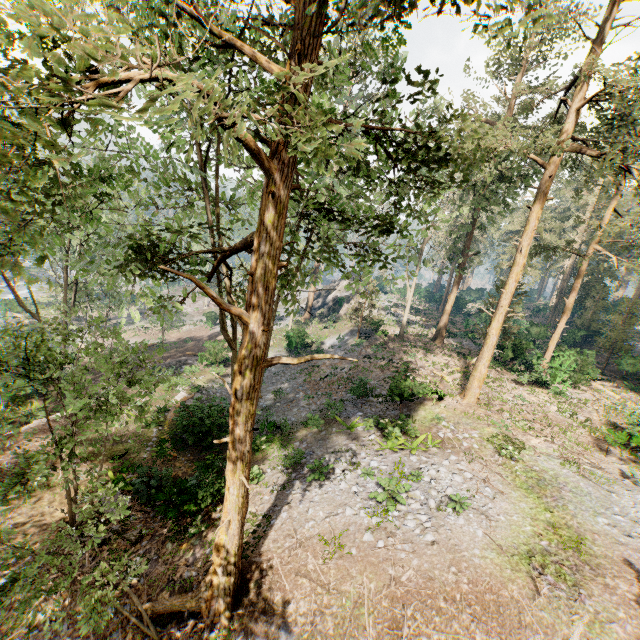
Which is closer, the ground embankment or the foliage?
the foliage

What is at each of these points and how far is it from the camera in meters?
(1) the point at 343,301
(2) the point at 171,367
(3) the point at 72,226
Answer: (1) rock, 43.4 m
(2) ground embankment, 29.6 m
(3) foliage, 21.6 m

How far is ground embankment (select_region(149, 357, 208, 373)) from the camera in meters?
27.1 m

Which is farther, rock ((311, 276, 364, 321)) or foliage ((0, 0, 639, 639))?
Result: rock ((311, 276, 364, 321))

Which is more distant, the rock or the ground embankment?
the rock

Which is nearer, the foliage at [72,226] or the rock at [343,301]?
the foliage at [72,226]

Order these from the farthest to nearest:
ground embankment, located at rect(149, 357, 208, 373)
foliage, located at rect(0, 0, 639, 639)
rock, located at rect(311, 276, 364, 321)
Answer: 1. rock, located at rect(311, 276, 364, 321)
2. ground embankment, located at rect(149, 357, 208, 373)
3. foliage, located at rect(0, 0, 639, 639)

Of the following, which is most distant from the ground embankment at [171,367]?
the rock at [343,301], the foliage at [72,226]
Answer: the rock at [343,301]
